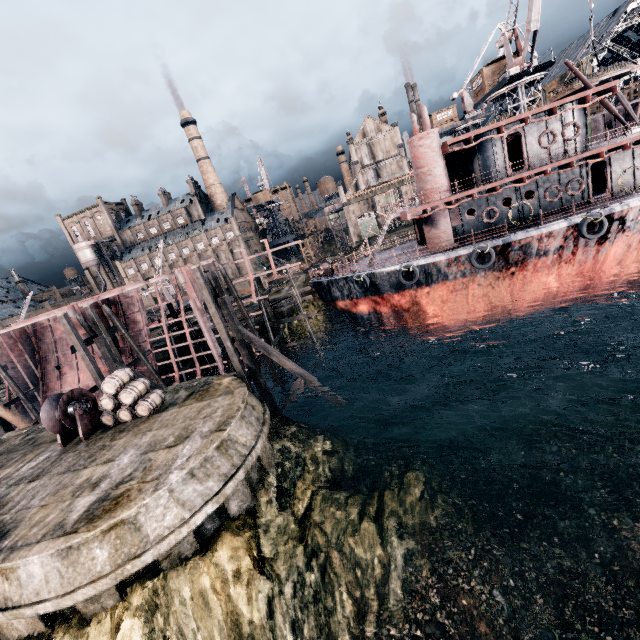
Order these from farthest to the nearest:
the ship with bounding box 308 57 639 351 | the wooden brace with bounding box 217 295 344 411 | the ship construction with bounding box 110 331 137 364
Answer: the ship construction with bounding box 110 331 137 364 < the ship with bounding box 308 57 639 351 < the wooden brace with bounding box 217 295 344 411

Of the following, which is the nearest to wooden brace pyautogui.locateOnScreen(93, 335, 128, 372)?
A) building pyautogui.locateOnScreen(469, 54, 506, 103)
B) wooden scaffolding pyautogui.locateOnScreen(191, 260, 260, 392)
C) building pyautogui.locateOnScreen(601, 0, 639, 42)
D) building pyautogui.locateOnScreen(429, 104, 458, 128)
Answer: wooden scaffolding pyautogui.locateOnScreen(191, 260, 260, 392)

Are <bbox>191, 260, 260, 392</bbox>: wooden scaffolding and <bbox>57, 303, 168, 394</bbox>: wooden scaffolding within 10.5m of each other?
yes

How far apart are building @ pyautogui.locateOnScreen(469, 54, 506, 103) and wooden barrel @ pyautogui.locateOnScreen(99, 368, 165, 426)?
49.77m

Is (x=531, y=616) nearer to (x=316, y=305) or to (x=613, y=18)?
(x=316, y=305)

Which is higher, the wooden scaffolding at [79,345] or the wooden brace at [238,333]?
the wooden scaffolding at [79,345]

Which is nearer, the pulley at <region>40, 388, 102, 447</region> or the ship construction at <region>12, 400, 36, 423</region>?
the pulley at <region>40, 388, 102, 447</region>

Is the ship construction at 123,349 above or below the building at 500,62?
below
